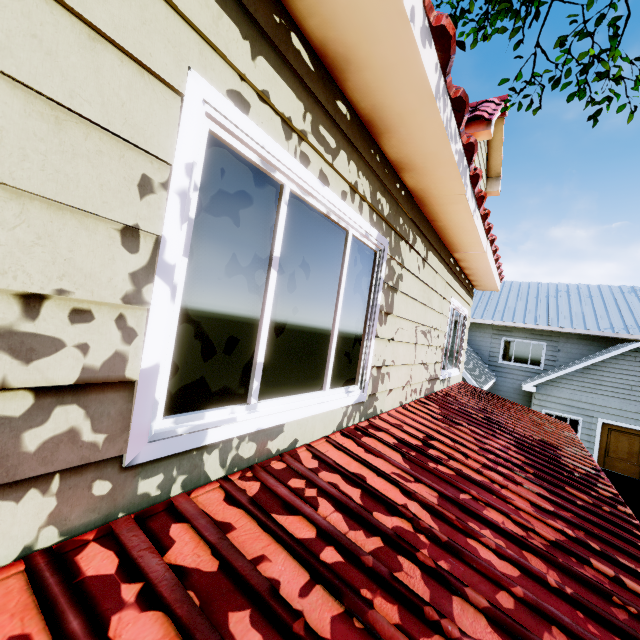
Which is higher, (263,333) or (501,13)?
(501,13)

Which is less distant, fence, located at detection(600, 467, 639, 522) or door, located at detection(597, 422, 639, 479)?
fence, located at detection(600, 467, 639, 522)

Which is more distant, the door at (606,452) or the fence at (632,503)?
the door at (606,452)
